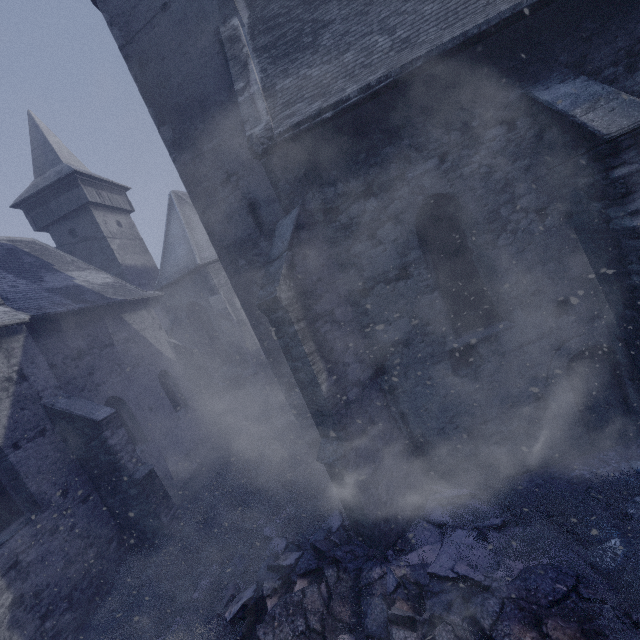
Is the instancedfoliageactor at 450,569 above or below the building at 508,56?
below

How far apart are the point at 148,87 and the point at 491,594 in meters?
11.9 m

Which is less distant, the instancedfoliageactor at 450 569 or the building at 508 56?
the instancedfoliageactor at 450 569

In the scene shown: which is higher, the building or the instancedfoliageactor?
the building

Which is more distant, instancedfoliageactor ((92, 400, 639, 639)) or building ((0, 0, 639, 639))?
building ((0, 0, 639, 639))
